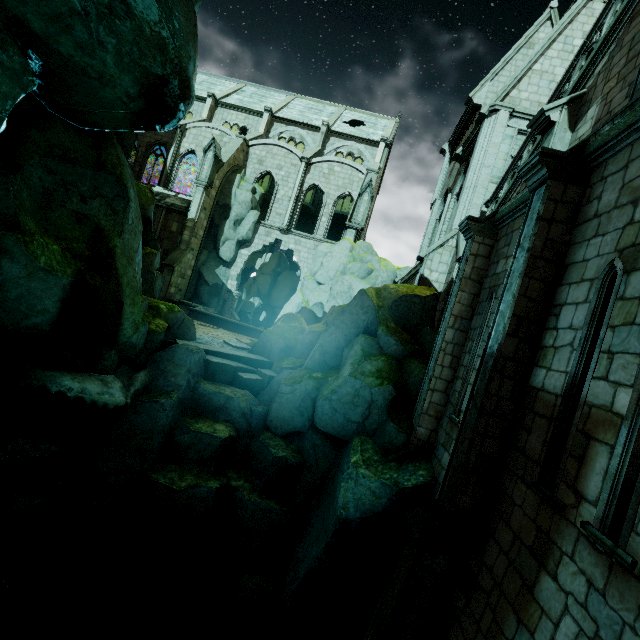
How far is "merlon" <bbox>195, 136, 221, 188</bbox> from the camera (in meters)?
23.77

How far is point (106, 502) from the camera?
8.2m

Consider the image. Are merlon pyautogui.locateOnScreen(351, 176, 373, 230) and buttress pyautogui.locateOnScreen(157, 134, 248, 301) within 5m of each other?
no

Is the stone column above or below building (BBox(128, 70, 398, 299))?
below

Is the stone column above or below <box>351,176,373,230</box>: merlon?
below

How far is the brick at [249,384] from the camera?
11.09m

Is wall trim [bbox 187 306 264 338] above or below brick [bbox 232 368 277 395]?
above

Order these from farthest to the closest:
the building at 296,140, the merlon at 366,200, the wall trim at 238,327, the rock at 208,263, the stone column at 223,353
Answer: the building at 296,140
the rock at 208,263
the merlon at 366,200
the wall trim at 238,327
the stone column at 223,353
